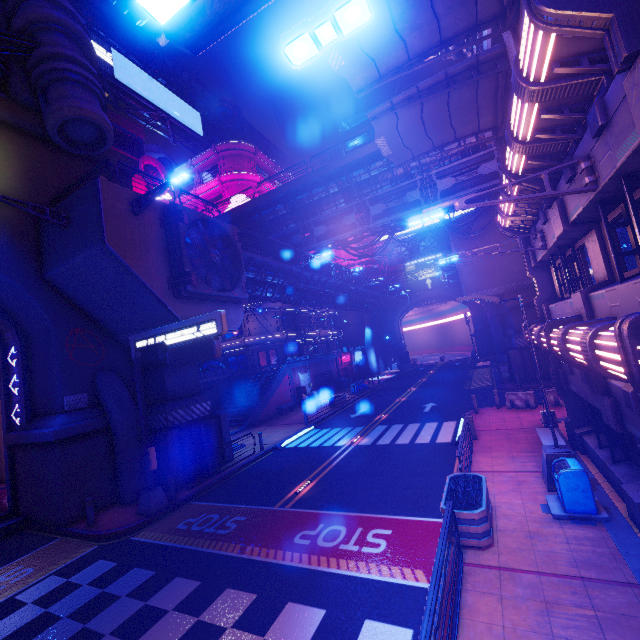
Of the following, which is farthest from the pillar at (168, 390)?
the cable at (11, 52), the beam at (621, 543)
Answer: the beam at (621, 543)

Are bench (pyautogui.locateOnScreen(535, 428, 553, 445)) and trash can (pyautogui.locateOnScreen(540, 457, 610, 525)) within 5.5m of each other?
yes

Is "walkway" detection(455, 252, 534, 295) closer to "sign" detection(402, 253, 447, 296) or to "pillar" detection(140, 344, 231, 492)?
"sign" detection(402, 253, 447, 296)

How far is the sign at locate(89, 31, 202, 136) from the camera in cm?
3553

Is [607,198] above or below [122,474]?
above

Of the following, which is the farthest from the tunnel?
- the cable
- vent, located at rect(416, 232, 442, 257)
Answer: vent, located at rect(416, 232, 442, 257)

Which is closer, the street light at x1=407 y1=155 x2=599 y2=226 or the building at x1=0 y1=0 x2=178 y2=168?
the street light at x1=407 y1=155 x2=599 y2=226

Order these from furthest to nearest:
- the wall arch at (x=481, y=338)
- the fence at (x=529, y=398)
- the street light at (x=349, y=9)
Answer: the wall arch at (x=481, y=338)
the fence at (x=529, y=398)
the street light at (x=349, y=9)
